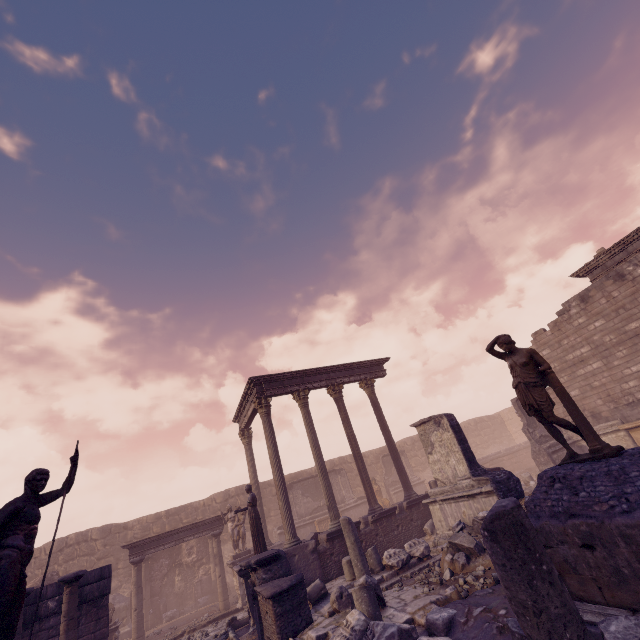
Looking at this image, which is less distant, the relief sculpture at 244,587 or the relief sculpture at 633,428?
the relief sculpture at 244,587

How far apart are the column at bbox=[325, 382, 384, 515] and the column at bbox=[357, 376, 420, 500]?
1.1 meters

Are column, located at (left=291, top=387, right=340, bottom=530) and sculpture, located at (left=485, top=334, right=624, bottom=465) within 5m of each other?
no

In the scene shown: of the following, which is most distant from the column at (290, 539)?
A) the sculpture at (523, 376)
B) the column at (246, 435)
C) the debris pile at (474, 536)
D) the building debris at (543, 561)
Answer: the sculpture at (523, 376)

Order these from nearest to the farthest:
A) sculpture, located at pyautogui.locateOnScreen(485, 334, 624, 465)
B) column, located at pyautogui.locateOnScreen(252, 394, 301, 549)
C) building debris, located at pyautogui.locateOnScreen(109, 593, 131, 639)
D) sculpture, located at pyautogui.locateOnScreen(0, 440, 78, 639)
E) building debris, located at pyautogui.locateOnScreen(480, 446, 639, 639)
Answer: building debris, located at pyautogui.locateOnScreen(480, 446, 639, 639)
sculpture, located at pyautogui.locateOnScreen(0, 440, 78, 639)
sculpture, located at pyautogui.locateOnScreen(485, 334, 624, 465)
column, located at pyautogui.locateOnScreen(252, 394, 301, 549)
building debris, located at pyautogui.locateOnScreen(109, 593, 131, 639)

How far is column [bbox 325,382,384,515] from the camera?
13.1m

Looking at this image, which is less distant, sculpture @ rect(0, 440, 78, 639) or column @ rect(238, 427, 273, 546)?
sculpture @ rect(0, 440, 78, 639)

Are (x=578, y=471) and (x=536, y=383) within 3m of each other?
yes
